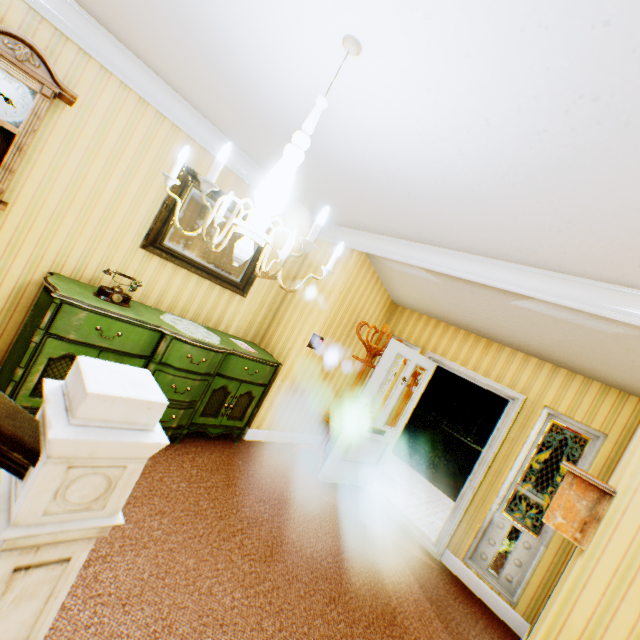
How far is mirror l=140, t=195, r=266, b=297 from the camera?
3.4 meters

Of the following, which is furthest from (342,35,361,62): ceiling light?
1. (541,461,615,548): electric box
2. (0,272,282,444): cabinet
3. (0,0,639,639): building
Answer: (541,461,615,548): electric box

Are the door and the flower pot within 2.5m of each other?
yes

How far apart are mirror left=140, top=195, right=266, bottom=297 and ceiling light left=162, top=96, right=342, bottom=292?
1.9m

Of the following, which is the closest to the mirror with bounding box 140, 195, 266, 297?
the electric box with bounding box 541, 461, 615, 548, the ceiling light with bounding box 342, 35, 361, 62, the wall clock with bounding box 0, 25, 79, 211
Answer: the wall clock with bounding box 0, 25, 79, 211

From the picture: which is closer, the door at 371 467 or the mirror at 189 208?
the mirror at 189 208

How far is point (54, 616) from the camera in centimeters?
78cm

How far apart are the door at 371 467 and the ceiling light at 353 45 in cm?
264
